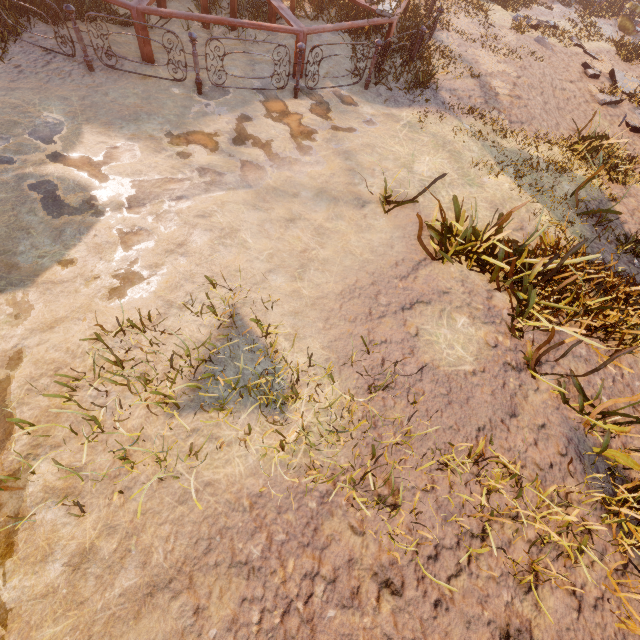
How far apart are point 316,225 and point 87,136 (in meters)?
4.03

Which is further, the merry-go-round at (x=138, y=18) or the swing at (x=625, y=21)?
the swing at (x=625, y=21)

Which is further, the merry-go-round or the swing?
the swing
